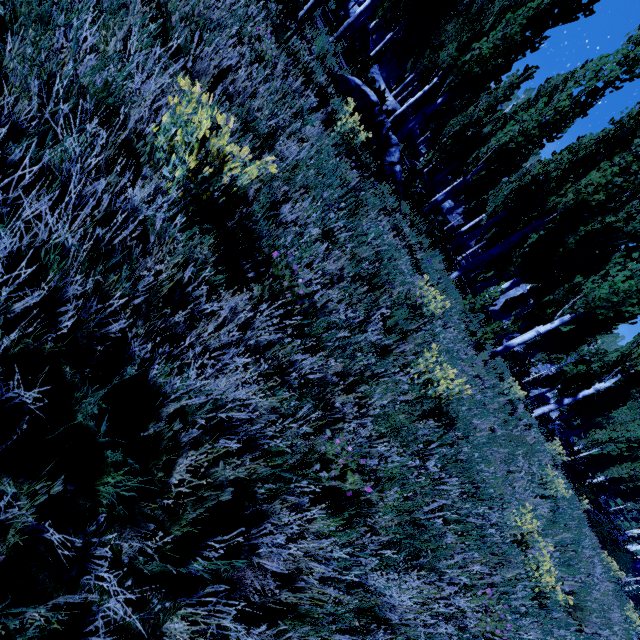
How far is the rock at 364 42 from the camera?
19.5m

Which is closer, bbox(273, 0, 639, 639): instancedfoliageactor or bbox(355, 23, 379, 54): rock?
bbox(273, 0, 639, 639): instancedfoliageactor

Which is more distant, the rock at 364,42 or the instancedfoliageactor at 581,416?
the rock at 364,42

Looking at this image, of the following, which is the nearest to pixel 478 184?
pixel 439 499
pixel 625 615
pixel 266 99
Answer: pixel 625 615

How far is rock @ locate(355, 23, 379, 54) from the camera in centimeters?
1953cm
